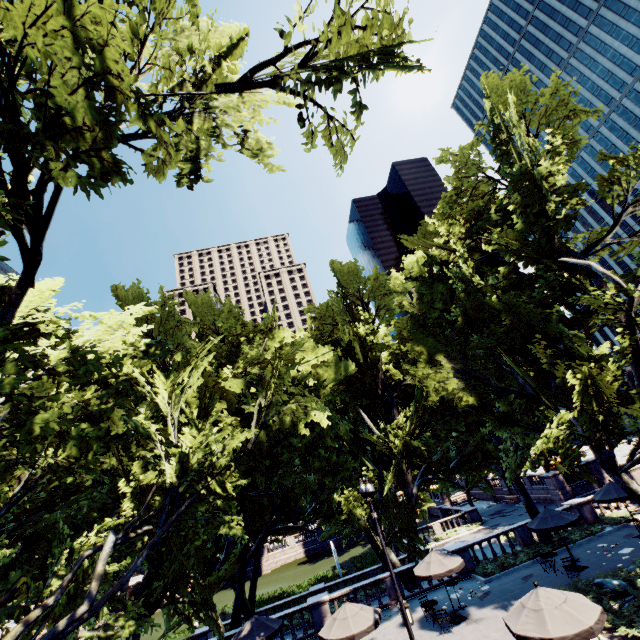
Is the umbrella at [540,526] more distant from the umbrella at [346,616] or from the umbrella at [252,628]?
the umbrella at [252,628]

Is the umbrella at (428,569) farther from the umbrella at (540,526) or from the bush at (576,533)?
the umbrella at (540,526)

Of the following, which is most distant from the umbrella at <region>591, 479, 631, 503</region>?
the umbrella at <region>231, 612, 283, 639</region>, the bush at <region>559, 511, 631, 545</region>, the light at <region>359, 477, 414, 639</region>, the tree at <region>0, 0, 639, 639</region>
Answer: the umbrella at <region>231, 612, 283, 639</region>

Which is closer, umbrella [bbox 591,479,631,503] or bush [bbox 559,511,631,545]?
umbrella [bbox 591,479,631,503]

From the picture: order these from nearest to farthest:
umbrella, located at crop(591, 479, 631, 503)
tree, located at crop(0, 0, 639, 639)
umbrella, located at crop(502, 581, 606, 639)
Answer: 1. tree, located at crop(0, 0, 639, 639)
2. umbrella, located at crop(502, 581, 606, 639)
3. umbrella, located at crop(591, 479, 631, 503)

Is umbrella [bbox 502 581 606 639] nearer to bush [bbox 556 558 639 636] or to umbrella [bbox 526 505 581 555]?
bush [bbox 556 558 639 636]

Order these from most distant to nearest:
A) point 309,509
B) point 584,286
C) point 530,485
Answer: point 530,485
point 309,509
point 584,286

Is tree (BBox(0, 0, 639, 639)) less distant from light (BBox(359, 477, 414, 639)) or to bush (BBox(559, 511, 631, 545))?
bush (BBox(559, 511, 631, 545))
